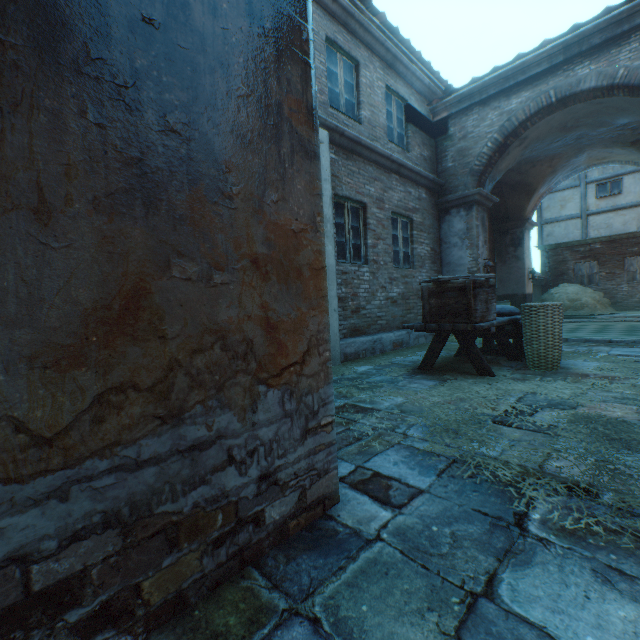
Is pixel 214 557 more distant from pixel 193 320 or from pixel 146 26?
pixel 146 26

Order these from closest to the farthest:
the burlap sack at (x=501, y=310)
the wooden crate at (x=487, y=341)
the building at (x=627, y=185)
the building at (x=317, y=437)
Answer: the building at (x=317, y=437), the burlap sack at (x=501, y=310), the wooden crate at (x=487, y=341), the building at (x=627, y=185)

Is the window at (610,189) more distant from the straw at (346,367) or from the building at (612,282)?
the straw at (346,367)

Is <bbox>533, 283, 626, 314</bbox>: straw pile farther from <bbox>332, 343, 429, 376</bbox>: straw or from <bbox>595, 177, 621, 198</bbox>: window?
<bbox>332, 343, 429, 376</bbox>: straw

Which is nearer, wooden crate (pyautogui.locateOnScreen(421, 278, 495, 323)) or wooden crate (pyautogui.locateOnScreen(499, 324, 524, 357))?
wooden crate (pyautogui.locateOnScreen(421, 278, 495, 323))

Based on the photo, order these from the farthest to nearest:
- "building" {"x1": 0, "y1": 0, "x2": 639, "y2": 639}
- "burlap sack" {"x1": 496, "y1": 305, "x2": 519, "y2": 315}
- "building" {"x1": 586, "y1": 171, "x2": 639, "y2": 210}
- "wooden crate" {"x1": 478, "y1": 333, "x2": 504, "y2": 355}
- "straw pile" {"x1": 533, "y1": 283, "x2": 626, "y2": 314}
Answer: "building" {"x1": 586, "y1": 171, "x2": 639, "y2": 210}, "straw pile" {"x1": 533, "y1": 283, "x2": 626, "y2": 314}, "wooden crate" {"x1": 478, "y1": 333, "x2": 504, "y2": 355}, "burlap sack" {"x1": 496, "y1": 305, "x2": 519, "y2": 315}, "building" {"x1": 0, "y1": 0, "x2": 639, "y2": 639}

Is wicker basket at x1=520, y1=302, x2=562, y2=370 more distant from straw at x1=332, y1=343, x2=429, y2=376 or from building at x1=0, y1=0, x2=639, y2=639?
building at x1=0, y1=0, x2=639, y2=639

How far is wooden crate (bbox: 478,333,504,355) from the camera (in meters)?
5.94
